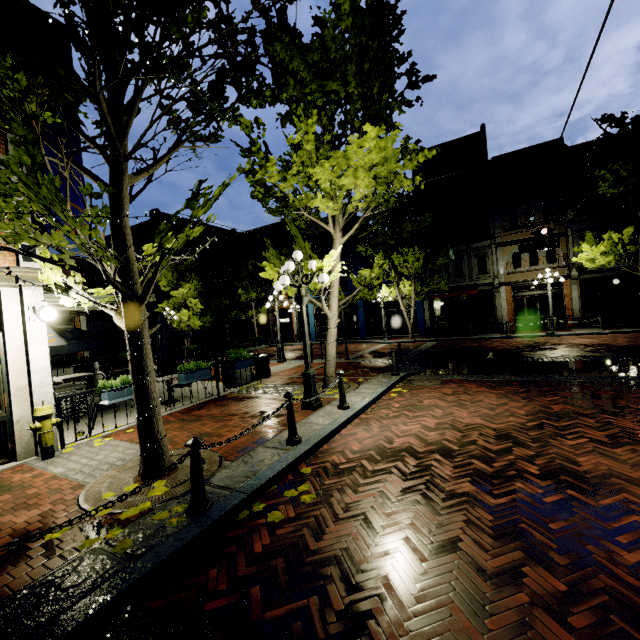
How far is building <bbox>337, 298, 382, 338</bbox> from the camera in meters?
27.7

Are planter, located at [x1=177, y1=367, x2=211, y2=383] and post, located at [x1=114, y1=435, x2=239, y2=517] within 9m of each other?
yes

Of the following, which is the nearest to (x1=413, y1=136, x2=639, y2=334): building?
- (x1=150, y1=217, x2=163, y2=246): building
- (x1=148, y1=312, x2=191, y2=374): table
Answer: (x1=150, y1=217, x2=163, y2=246): building

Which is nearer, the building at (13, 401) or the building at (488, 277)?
the building at (13, 401)

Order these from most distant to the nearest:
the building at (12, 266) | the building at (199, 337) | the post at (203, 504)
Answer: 1. the building at (199, 337)
2. the building at (12, 266)
3. the post at (203, 504)

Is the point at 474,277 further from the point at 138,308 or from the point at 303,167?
the point at 138,308

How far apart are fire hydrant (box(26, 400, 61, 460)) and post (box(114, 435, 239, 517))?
4.0 meters

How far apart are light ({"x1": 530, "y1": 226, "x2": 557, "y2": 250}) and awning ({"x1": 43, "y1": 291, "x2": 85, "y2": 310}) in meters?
15.1
